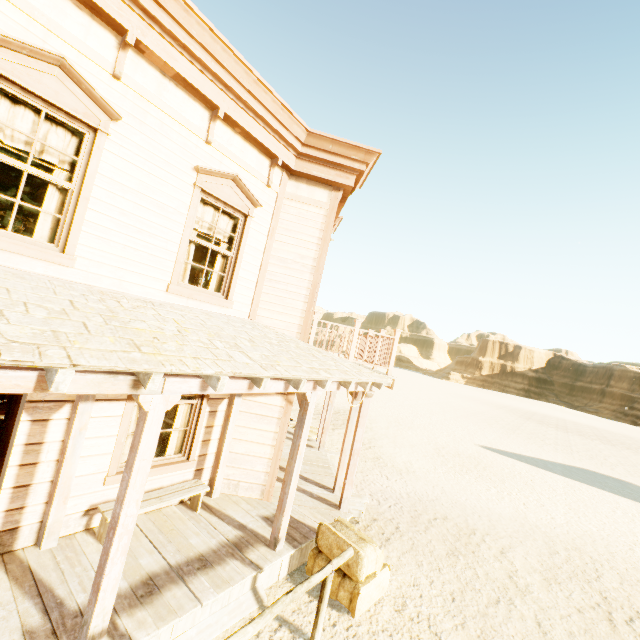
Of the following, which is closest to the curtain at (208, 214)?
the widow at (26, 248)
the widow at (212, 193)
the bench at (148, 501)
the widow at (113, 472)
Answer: the widow at (212, 193)

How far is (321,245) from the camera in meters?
6.9

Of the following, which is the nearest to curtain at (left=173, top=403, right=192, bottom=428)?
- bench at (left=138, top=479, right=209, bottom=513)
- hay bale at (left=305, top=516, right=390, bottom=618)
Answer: bench at (left=138, top=479, right=209, bottom=513)

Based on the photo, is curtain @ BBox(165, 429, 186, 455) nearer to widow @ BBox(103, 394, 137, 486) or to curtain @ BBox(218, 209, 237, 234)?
widow @ BBox(103, 394, 137, 486)

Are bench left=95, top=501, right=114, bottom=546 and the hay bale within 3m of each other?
yes

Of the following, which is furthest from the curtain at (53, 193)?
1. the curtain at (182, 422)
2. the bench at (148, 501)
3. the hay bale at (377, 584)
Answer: the hay bale at (377, 584)

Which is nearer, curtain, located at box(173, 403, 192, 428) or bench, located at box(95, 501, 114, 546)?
bench, located at box(95, 501, 114, 546)

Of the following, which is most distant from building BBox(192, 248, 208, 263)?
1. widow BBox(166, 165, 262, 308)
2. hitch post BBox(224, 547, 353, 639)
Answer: hitch post BBox(224, 547, 353, 639)
